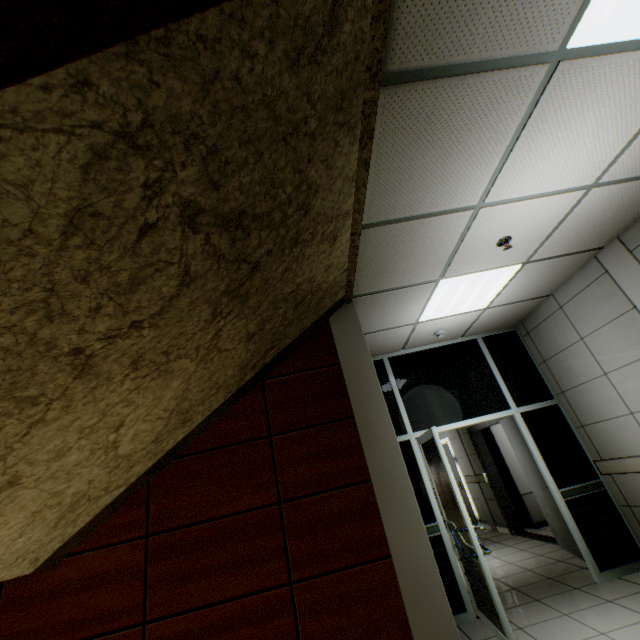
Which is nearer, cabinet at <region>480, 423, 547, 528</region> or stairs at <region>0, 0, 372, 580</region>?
stairs at <region>0, 0, 372, 580</region>

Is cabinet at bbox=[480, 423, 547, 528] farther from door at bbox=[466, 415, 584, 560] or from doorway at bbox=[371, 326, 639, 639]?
doorway at bbox=[371, 326, 639, 639]

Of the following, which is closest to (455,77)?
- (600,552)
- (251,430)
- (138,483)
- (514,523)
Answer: (251,430)

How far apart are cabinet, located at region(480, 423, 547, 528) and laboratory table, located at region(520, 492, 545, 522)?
0.0 meters

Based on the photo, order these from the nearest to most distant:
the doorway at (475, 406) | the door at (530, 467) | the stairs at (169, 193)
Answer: the stairs at (169, 193) → the doorway at (475, 406) → the door at (530, 467)

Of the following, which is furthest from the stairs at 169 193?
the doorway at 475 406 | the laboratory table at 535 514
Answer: the laboratory table at 535 514

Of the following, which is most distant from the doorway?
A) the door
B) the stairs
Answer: the stairs

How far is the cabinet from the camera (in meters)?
6.95
